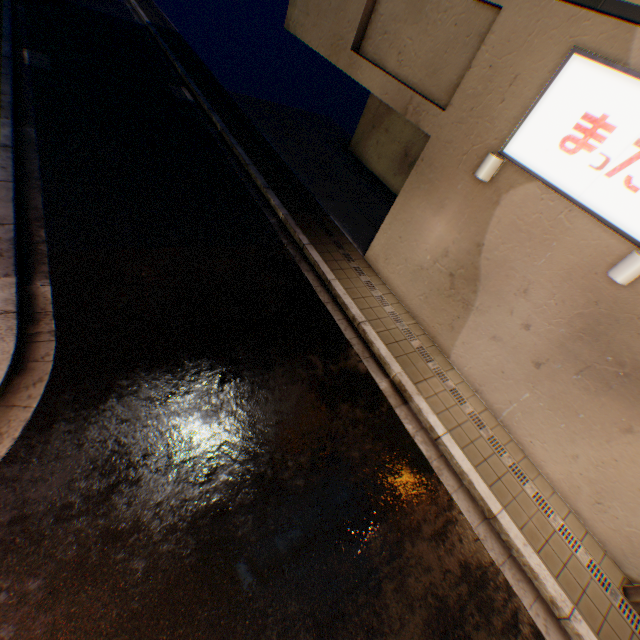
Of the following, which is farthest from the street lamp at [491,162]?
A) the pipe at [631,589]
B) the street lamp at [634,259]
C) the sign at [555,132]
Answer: the pipe at [631,589]

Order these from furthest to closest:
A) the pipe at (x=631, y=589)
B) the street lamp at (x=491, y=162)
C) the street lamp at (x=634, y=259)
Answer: the street lamp at (x=491, y=162)
the pipe at (x=631, y=589)
the street lamp at (x=634, y=259)

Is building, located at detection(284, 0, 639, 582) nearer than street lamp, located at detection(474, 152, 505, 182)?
Yes

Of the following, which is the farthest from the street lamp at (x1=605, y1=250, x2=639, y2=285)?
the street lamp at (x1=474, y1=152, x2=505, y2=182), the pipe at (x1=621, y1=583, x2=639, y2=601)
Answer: the pipe at (x1=621, y1=583, x2=639, y2=601)

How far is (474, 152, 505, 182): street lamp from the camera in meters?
5.5 m

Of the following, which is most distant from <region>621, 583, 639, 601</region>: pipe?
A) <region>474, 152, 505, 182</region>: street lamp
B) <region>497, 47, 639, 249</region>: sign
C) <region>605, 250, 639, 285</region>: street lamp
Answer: <region>474, 152, 505, 182</region>: street lamp

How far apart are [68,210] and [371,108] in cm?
1229

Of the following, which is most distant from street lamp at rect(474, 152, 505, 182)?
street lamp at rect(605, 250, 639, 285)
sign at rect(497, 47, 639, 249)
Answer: street lamp at rect(605, 250, 639, 285)
